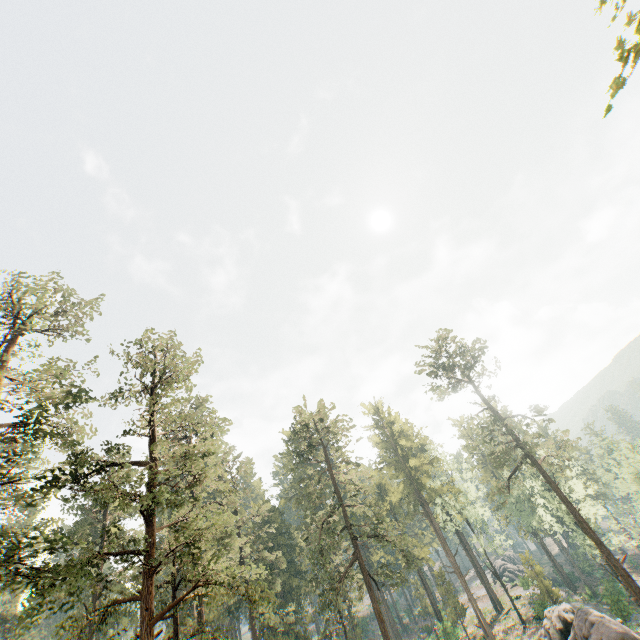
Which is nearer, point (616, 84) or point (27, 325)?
point (616, 84)

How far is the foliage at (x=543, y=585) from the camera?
37.84m

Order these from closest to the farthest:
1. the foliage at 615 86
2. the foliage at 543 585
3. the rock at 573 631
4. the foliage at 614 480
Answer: the foliage at 615 86
the rock at 573 631
the foliage at 543 585
the foliage at 614 480

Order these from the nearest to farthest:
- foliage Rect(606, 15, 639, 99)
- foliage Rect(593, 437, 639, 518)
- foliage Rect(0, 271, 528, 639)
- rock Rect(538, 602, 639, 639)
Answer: foliage Rect(606, 15, 639, 99) → foliage Rect(0, 271, 528, 639) → rock Rect(538, 602, 639, 639) → foliage Rect(593, 437, 639, 518)

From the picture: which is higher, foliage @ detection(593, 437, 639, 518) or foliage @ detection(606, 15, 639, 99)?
foliage @ detection(606, 15, 639, 99)

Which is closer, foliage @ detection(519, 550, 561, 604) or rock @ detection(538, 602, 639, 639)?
rock @ detection(538, 602, 639, 639)

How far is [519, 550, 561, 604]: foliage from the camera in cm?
3784
